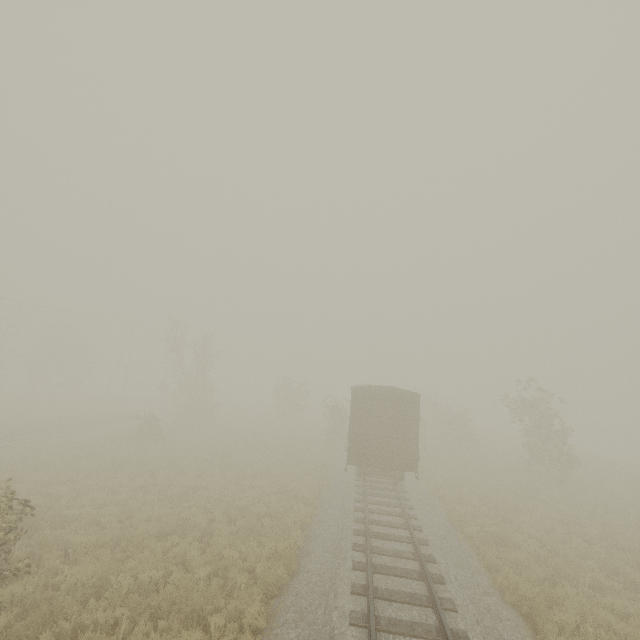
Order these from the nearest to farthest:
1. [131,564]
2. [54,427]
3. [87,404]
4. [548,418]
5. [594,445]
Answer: [131,564]
[548,418]
[54,427]
[87,404]
[594,445]

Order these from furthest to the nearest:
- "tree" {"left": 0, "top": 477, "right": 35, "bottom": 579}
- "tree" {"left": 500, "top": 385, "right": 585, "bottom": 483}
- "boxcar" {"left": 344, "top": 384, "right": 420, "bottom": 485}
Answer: "tree" {"left": 500, "top": 385, "right": 585, "bottom": 483}
"boxcar" {"left": 344, "top": 384, "right": 420, "bottom": 485}
"tree" {"left": 0, "top": 477, "right": 35, "bottom": 579}

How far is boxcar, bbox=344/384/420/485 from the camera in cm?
1541

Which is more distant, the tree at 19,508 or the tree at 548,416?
the tree at 548,416

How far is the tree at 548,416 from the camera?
21.00m

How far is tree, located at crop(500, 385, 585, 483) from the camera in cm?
2100

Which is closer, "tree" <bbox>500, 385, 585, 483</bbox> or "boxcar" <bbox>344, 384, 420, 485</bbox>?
"boxcar" <bbox>344, 384, 420, 485</bbox>

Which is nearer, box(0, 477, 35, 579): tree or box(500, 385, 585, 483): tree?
box(0, 477, 35, 579): tree
